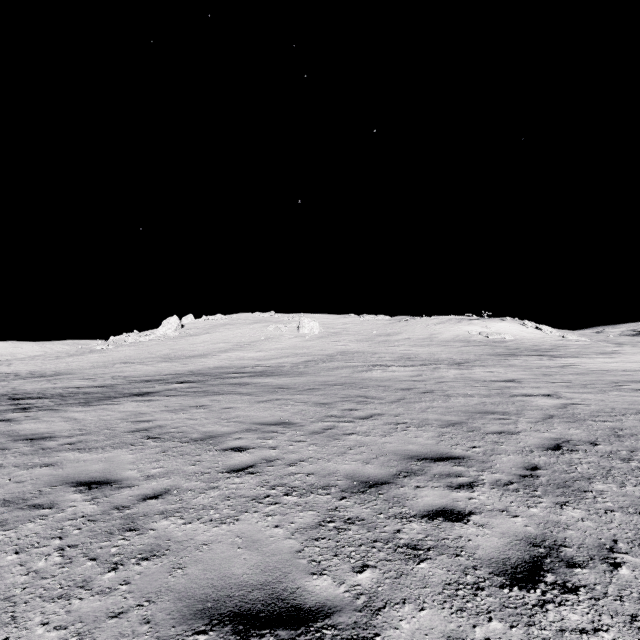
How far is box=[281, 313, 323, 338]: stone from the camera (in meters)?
43.38

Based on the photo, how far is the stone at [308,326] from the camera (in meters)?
43.38

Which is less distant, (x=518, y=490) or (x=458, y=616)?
(x=458, y=616)
